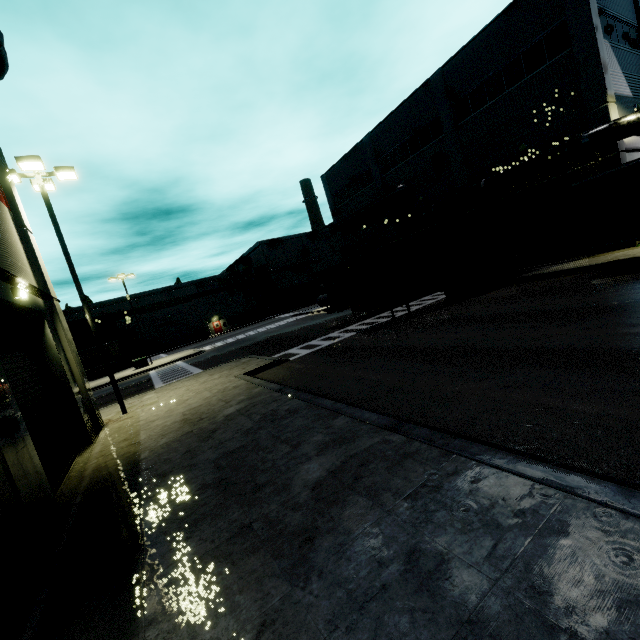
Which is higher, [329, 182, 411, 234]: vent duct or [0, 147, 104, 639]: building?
[329, 182, 411, 234]: vent duct

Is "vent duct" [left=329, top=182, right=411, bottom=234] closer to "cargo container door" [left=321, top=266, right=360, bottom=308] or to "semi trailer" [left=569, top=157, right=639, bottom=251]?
"semi trailer" [left=569, top=157, right=639, bottom=251]

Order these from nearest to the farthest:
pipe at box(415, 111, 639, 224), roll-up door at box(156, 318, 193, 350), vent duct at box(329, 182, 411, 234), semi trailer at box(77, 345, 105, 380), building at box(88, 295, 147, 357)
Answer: pipe at box(415, 111, 639, 224) < vent duct at box(329, 182, 411, 234) < semi trailer at box(77, 345, 105, 380) < building at box(88, 295, 147, 357) < roll-up door at box(156, 318, 193, 350)

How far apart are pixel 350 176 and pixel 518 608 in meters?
35.3 m

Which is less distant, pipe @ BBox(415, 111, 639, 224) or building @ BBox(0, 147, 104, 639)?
building @ BBox(0, 147, 104, 639)

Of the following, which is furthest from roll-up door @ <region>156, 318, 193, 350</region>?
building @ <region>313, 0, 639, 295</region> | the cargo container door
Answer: the cargo container door

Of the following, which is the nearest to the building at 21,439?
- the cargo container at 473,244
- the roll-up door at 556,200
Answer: the roll-up door at 556,200

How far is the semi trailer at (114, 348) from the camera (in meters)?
39.72
